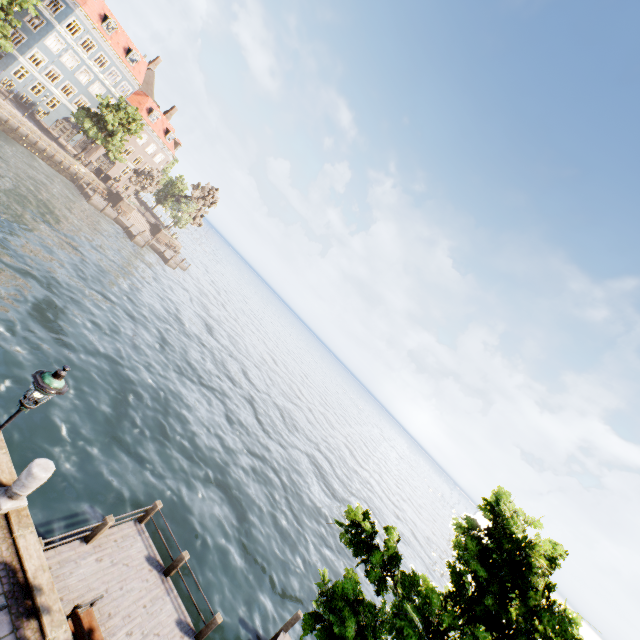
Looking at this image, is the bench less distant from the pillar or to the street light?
the pillar

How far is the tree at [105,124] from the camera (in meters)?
39.22

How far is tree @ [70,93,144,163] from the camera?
39.22m

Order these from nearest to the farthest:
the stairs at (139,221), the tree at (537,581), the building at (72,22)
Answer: the tree at (537,581) < the building at (72,22) < the stairs at (139,221)

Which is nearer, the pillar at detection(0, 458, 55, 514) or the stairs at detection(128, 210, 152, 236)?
the pillar at detection(0, 458, 55, 514)

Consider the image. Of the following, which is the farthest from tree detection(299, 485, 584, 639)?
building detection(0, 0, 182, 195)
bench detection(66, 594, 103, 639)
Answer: building detection(0, 0, 182, 195)

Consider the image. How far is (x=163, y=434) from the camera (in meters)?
17.28

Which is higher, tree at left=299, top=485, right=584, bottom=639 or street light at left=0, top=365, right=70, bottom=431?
tree at left=299, top=485, right=584, bottom=639
